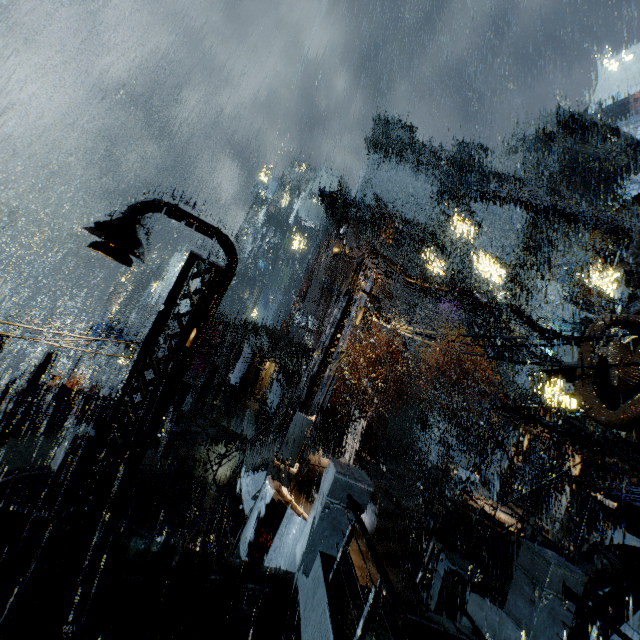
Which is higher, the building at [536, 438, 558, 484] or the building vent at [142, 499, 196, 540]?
the building at [536, 438, 558, 484]

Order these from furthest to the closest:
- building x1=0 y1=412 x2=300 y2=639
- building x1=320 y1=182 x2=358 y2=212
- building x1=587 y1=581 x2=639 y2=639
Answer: building x1=320 y1=182 x2=358 y2=212
building x1=587 y1=581 x2=639 y2=639
building x1=0 y1=412 x2=300 y2=639

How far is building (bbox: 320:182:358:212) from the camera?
54.7 meters

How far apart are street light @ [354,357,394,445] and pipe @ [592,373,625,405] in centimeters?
1153cm

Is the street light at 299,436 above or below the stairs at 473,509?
above

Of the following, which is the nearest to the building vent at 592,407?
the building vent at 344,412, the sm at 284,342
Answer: the sm at 284,342

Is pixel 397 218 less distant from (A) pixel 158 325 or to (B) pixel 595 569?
(B) pixel 595 569
